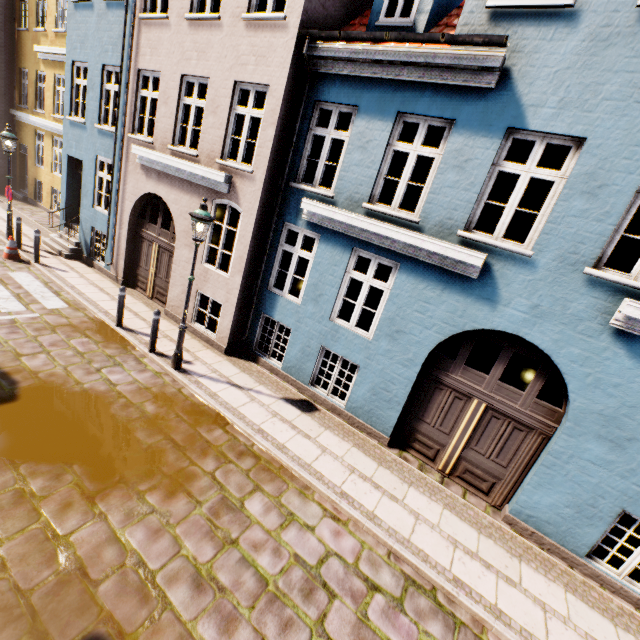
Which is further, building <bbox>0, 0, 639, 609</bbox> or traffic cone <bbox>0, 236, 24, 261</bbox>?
traffic cone <bbox>0, 236, 24, 261</bbox>

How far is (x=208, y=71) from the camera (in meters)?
7.82

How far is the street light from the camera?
6.3 meters

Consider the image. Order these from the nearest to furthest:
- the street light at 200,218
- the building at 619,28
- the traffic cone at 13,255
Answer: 1. the building at 619,28
2. the street light at 200,218
3. the traffic cone at 13,255

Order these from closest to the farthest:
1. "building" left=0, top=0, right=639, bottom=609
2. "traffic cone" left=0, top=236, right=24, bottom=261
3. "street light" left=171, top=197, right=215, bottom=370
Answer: "building" left=0, top=0, right=639, bottom=609 < "street light" left=171, top=197, right=215, bottom=370 < "traffic cone" left=0, top=236, right=24, bottom=261

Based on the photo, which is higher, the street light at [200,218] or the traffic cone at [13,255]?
the street light at [200,218]

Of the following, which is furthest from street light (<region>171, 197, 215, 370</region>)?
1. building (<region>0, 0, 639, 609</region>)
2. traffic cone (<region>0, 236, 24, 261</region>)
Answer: traffic cone (<region>0, 236, 24, 261</region>)

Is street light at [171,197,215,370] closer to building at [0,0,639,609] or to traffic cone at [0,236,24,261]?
building at [0,0,639,609]
